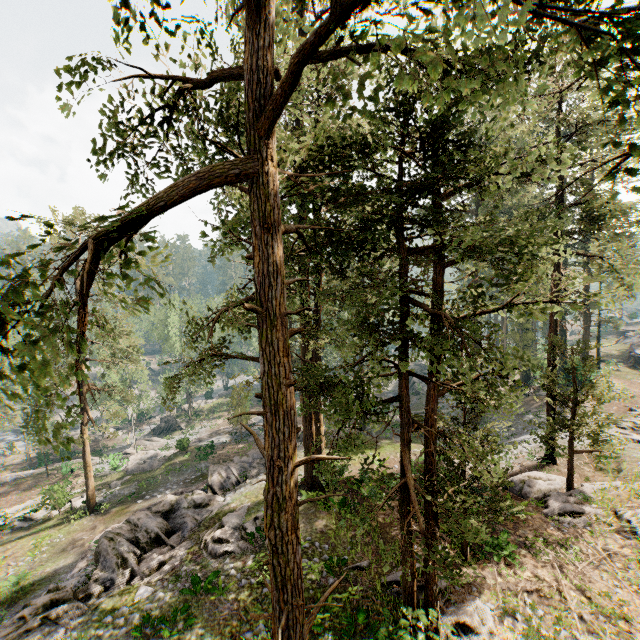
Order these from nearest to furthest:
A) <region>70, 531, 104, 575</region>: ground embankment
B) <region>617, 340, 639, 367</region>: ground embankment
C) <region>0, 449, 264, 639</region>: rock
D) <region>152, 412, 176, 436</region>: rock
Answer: <region>0, 449, 264, 639</region>: rock < <region>70, 531, 104, 575</region>: ground embankment < <region>617, 340, 639, 367</region>: ground embankment < <region>152, 412, 176, 436</region>: rock

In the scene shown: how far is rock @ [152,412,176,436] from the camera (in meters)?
48.29

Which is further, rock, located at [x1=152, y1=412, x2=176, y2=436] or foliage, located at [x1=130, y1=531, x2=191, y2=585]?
rock, located at [x1=152, y1=412, x2=176, y2=436]

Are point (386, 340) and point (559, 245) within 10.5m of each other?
yes

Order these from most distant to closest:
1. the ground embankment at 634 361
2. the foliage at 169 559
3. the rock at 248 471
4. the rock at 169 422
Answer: the rock at 169 422 < the ground embankment at 634 361 < the foliage at 169 559 < the rock at 248 471

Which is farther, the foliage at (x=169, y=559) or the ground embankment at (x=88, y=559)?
the ground embankment at (x=88, y=559)

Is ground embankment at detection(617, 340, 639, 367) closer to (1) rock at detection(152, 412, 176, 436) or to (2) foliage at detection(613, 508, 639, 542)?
(2) foliage at detection(613, 508, 639, 542)

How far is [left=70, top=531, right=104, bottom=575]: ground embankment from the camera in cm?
1759
